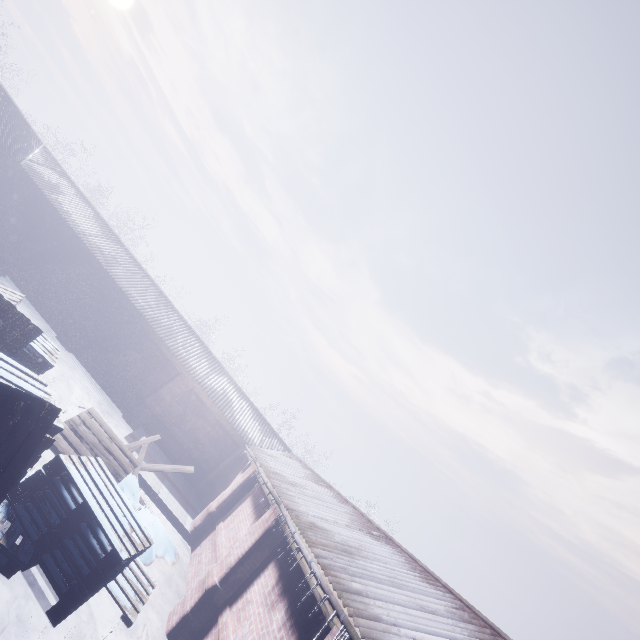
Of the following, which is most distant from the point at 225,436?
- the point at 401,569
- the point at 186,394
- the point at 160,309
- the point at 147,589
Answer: the point at 401,569
